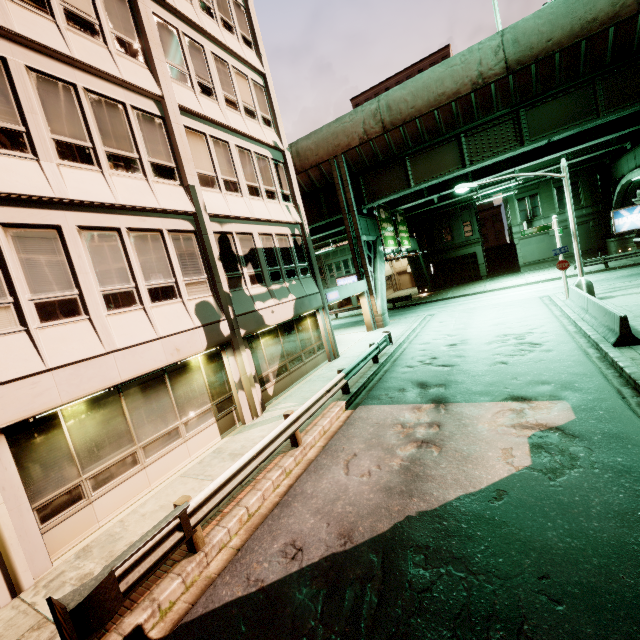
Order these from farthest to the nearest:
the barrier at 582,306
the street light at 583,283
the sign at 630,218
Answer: the street light at 583,283
the sign at 630,218
the barrier at 582,306

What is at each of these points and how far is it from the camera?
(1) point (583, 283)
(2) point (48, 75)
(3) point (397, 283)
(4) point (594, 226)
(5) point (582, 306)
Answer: (1) street light, 16.6 meters
(2) building, 7.8 meters
(3) building, 55.1 meters
(4) building, 32.9 meters
(5) barrier, 14.3 meters

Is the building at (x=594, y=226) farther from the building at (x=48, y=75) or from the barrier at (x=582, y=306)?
the building at (x=48, y=75)

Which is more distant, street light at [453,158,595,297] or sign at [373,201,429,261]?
sign at [373,201,429,261]

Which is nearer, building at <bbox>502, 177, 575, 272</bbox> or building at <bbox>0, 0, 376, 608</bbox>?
building at <bbox>0, 0, 376, 608</bbox>

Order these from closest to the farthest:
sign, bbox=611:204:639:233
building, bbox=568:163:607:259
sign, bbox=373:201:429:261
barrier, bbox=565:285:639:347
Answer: barrier, bbox=565:285:639:347
sign, bbox=611:204:639:233
sign, bbox=373:201:429:261
building, bbox=568:163:607:259

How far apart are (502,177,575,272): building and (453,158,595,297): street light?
21.53m
